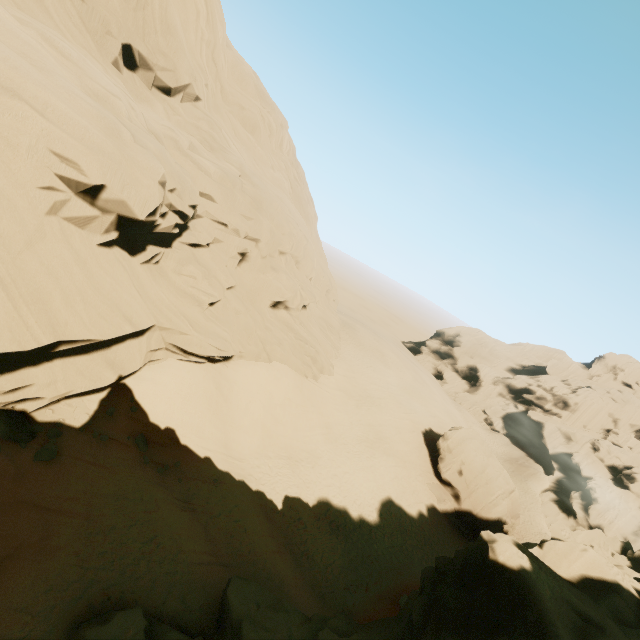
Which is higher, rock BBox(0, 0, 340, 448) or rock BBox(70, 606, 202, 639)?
rock BBox(0, 0, 340, 448)

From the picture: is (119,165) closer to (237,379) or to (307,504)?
(237,379)

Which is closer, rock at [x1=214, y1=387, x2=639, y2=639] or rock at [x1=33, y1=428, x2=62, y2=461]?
rock at [x1=214, y1=387, x2=639, y2=639]

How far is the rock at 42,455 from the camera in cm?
1050

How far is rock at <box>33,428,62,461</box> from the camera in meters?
10.5

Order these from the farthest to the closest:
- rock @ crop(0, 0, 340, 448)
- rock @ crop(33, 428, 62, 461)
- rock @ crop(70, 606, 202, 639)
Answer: rock @ crop(33, 428, 62, 461) < rock @ crop(0, 0, 340, 448) < rock @ crop(70, 606, 202, 639)

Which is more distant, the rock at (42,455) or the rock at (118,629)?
the rock at (42,455)
